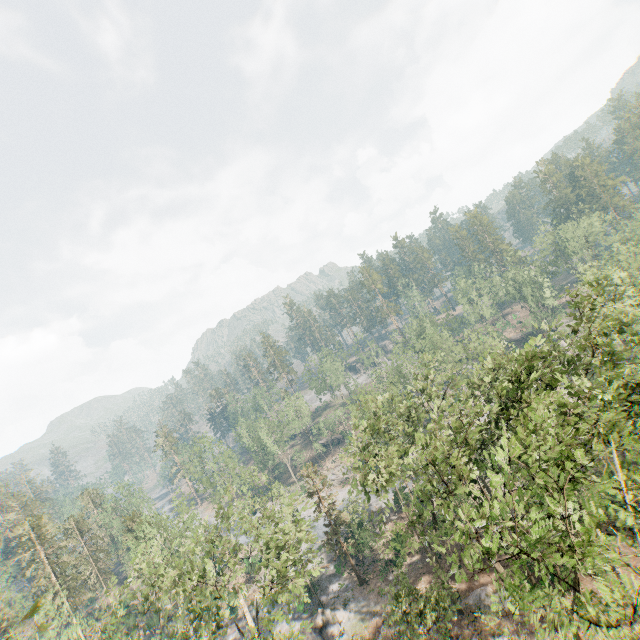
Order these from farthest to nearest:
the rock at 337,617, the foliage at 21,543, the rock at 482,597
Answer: the rock at 337,617 → the rock at 482,597 → the foliage at 21,543

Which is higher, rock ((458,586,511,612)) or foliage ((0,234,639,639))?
foliage ((0,234,639,639))

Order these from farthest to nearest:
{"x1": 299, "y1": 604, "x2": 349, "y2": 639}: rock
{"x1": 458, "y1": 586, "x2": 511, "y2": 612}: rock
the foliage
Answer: {"x1": 299, "y1": 604, "x2": 349, "y2": 639}: rock < {"x1": 458, "y1": 586, "x2": 511, "y2": 612}: rock < the foliage

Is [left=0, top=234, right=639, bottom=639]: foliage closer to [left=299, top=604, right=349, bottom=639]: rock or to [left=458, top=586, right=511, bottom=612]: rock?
[left=458, top=586, right=511, bottom=612]: rock

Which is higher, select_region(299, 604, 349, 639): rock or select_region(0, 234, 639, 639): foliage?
select_region(0, 234, 639, 639): foliage

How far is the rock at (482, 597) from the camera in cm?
2780

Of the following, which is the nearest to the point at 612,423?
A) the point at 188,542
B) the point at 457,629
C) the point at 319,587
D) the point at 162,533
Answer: the point at 457,629

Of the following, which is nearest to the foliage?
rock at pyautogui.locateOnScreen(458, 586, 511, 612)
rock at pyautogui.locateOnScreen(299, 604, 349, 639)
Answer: rock at pyautogui.locateOnScreen(458, 586, 511, 612)
